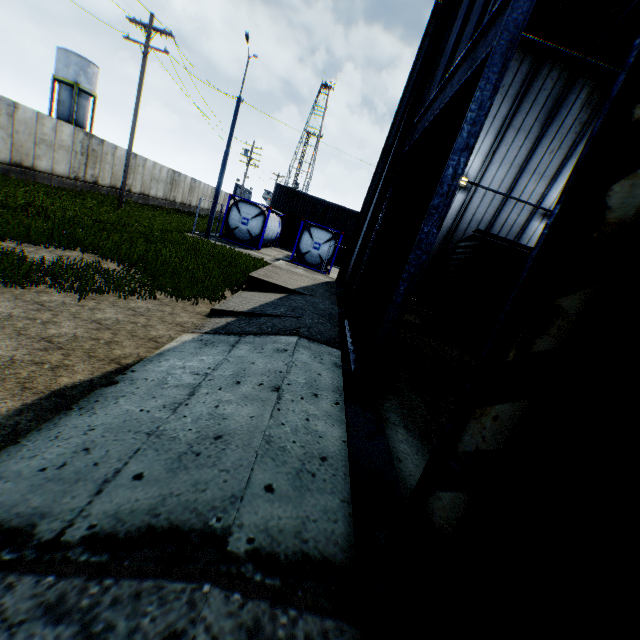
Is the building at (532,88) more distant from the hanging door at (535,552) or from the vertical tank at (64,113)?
the vertical tank at (64,113)

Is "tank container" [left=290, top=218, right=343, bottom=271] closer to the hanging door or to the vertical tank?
the hanging door

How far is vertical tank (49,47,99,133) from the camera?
37.0m

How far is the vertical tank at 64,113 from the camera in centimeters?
3704cm

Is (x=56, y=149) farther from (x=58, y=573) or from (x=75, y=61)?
(x=75, y=61)

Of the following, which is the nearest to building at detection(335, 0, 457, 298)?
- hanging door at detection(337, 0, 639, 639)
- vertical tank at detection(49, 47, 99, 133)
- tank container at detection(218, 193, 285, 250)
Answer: hanging door at detection(337, 0, 639, 639)

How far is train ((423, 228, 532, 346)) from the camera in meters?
10.7

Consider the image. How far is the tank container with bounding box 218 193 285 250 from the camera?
21.7m
